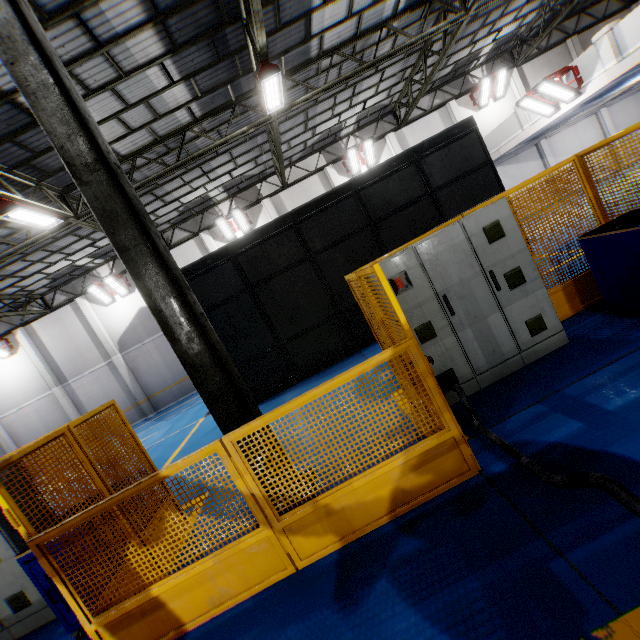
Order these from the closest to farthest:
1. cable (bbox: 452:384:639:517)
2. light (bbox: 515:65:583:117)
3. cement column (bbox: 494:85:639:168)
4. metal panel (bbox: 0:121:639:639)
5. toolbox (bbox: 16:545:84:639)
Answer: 1. cable (bbox: 452:384:639:517)
2. metal panel (bbox: 0:121:639:639)
3. toolbox (bbox: 16:545:84:639)
4. light (bbox: 515:65:583:117)
5. cement column (bbox: 494:85:639:168)

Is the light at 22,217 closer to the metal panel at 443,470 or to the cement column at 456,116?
the metal panel at 443,470

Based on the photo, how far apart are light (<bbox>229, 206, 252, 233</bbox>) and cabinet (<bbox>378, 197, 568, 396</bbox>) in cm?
1444

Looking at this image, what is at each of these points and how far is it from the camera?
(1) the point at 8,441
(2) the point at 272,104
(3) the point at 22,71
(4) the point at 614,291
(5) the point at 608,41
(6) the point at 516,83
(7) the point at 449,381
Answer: (1) cement column, 18.67m
(2) light, 9.59m
(3) metal pole, 3.44m
(4) toolbox, 4.30m
(5) cement column, 10.63m
(6) cement column, 18.50m
(7) plug, 4.14m

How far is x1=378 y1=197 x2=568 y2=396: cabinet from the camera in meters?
4.2 m

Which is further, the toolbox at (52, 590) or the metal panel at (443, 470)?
the toolbox at (52, 590)

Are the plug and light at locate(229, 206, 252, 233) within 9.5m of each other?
no

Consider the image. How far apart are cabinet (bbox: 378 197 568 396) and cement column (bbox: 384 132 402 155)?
15.2m
